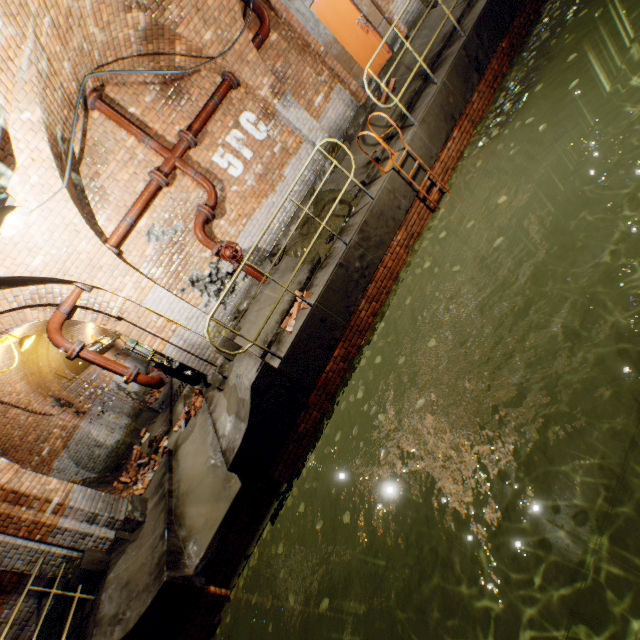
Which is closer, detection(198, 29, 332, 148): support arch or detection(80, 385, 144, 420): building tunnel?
detection(198, 29, 332, 148): support arch

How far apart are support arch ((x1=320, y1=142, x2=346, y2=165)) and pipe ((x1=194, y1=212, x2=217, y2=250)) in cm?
260

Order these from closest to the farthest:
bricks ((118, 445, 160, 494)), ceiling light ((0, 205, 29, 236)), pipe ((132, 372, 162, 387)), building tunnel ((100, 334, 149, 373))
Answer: ceiling light ((0, 205, 29, 236)) → pipe ((132, 372, 162, 387)) → bricks ((118, 445, 160, 494)) → building tunnel ((100, 334, 149, 373))

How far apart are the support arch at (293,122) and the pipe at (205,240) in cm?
A: 260

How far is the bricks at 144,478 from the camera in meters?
8.5 m

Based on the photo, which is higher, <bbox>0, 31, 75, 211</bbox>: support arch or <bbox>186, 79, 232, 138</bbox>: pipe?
<bbox>0, 31, 75, 211</bbox>: support arch

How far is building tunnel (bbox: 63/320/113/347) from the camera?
13.2 meters

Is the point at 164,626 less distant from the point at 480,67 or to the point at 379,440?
the point at 379,440
